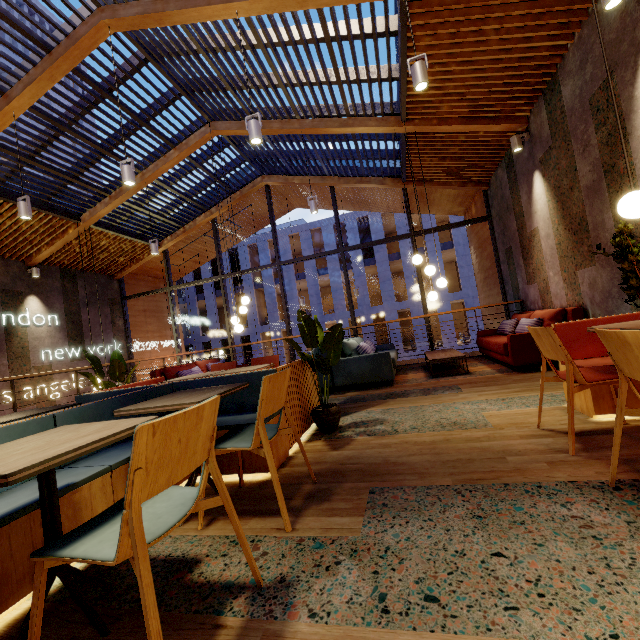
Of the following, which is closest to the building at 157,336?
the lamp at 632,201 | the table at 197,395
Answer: the lamp at 632,201

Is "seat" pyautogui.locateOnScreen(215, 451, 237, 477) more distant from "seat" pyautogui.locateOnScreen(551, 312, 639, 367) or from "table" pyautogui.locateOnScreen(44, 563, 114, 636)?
"seat" pyautogui.locateOnScreen(551, 312, 639, 367)

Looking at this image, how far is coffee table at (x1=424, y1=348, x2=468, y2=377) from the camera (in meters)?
5.52

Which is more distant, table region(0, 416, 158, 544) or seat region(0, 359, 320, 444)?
seat region(0, 359, 320, 444)

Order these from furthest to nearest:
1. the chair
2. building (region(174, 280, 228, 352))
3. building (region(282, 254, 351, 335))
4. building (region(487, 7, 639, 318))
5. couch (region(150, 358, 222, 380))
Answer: building (region(174, 280, 228, 352)), building (region(282, 254, 351, 335)), couch (region(150, 358, 222, 380)), building (region(487, 7, 639, 318)), the chair

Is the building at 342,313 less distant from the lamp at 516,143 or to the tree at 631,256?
the lamp at 516,143

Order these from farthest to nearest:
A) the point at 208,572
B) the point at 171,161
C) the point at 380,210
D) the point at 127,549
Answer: the point at 380,210, the point at 171,161, the point at 208,572, the point at 127,549

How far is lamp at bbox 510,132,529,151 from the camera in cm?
557
